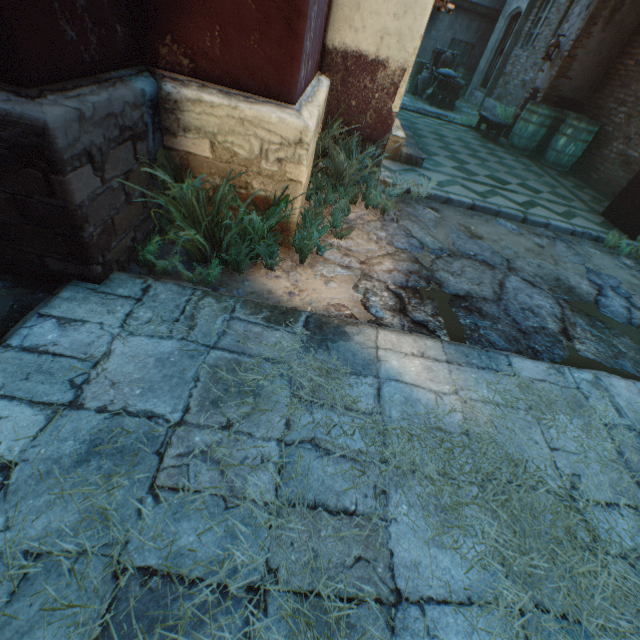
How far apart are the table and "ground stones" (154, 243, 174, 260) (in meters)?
8.60

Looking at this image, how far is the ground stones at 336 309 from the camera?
2.22m

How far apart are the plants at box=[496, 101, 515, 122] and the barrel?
0.7 meters

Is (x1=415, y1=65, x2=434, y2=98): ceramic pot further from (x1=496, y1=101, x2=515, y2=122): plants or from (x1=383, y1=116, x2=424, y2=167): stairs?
(x1=383, y1=116, x2=424, y2=167): stairs

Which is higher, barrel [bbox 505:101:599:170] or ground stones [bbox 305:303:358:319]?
barrel [bbox 505:101:599:170]

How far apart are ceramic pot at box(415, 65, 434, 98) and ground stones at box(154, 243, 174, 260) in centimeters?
1174cm

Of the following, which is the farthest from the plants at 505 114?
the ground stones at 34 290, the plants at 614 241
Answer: the ground stones at 34 290

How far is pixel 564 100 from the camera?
7.6 meters
